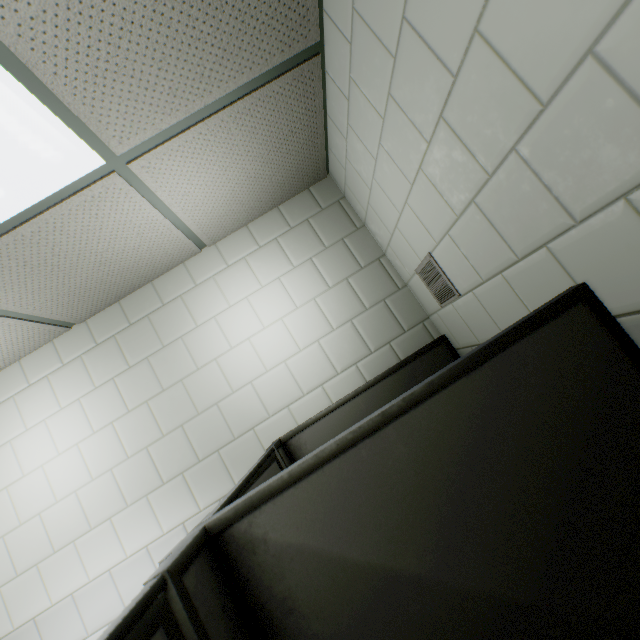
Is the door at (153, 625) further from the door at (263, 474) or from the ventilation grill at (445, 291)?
the ventilation grill at (445, 291)

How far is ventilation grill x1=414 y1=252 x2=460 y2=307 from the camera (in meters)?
1.53

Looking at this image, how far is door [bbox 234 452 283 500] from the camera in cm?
130

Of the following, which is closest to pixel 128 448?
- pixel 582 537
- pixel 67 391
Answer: pixel 67 391

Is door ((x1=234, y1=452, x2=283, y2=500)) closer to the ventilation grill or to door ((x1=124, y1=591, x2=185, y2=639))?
door ((x1=124, y1=591, x2=185, y2=639))

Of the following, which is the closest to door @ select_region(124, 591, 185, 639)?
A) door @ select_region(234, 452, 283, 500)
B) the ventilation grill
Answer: door @ select_region(234, 452, 283, 500)

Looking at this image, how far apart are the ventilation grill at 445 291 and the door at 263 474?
1.2m
